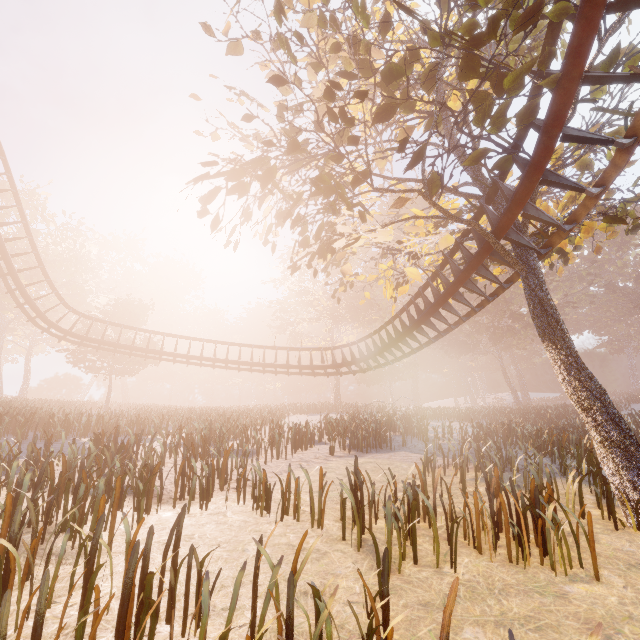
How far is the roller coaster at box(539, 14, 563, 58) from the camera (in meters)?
5.99

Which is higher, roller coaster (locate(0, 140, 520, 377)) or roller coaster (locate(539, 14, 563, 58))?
roller coaster (locate(539, 14, 563, 58))

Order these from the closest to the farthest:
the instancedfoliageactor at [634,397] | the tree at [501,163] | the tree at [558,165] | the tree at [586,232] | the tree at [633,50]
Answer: the tree at [633,50] → the tree at [501,163] → the tree at [558,165] → the tree at [586,232] → the instancedfoliageactor at [634,397]

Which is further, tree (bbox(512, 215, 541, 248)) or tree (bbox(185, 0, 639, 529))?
tree (bbox(512, 215, 541, 248))

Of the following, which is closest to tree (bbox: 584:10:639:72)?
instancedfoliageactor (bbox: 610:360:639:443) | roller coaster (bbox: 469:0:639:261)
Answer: roller coaster (bbox: 469:0:639:261)

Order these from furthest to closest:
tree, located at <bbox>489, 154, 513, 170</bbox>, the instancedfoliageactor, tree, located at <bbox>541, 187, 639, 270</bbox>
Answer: the instancedfoliageactor < tree, located at <bbox>541, 187, 639, 270</bbox> < tree, located at <bbox>489, 154, 513, 170</bbox>

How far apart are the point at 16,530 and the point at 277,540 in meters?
3.6 m

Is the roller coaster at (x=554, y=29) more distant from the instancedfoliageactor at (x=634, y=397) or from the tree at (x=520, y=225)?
the instancedfoliageactor at (x=634, y=397)
